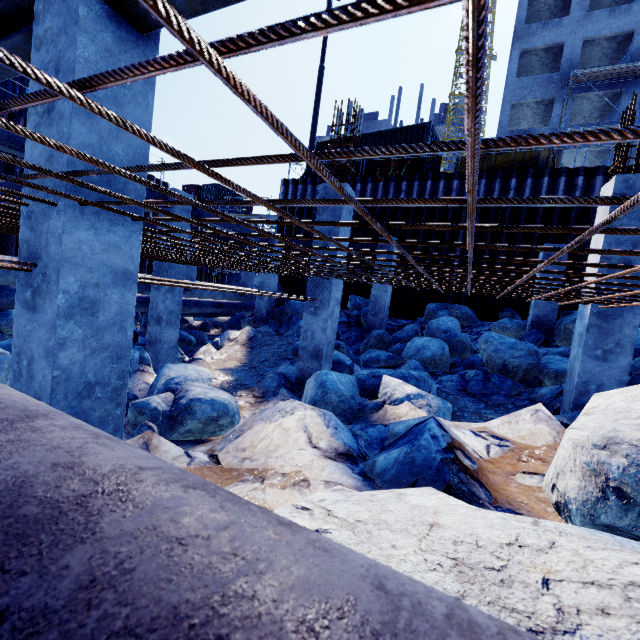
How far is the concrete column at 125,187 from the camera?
2.4 meters

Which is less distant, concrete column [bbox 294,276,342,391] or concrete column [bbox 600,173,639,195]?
concrete column [bbox 600,173,639,195]

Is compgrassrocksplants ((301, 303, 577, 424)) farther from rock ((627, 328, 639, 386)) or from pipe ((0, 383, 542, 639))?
pipe ((0, 383, 542, 639))

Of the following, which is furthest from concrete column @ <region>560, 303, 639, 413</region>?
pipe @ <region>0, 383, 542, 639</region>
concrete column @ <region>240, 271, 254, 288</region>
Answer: concrete column @ <region>240, 271, 254, 288</region>

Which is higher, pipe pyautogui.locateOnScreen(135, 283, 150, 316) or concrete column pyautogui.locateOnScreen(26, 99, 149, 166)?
concrete column pyautogui.locateOnScreen(26, 99, 149, 166)

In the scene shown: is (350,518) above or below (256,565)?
below

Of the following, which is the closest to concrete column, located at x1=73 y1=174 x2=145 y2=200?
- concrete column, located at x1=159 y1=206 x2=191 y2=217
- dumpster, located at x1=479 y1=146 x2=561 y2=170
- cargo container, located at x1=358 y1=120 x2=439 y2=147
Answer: concrete column, located at x1=159 y1=206 x2=191 y2=217

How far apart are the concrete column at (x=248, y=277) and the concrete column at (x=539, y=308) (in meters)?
15.03
